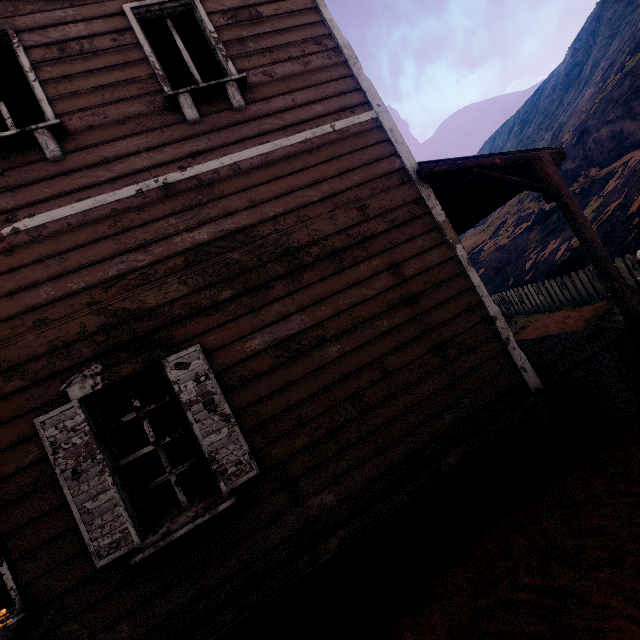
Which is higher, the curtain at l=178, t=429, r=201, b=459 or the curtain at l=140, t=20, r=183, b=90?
the curtain at l=140, t=20, r=183, b=90

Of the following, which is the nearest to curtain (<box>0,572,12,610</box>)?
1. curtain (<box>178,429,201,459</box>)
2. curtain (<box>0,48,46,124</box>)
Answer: curtain (<box>178,429,201,459</box>)

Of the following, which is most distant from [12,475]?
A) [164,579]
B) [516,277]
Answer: [516,277]

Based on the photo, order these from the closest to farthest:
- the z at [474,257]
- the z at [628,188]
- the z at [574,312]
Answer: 1. the z at [574,312]
2. the z at [628,188]
3. the z at [474,257]

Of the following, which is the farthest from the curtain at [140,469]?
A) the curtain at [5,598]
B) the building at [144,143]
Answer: the curtain at [5,598]

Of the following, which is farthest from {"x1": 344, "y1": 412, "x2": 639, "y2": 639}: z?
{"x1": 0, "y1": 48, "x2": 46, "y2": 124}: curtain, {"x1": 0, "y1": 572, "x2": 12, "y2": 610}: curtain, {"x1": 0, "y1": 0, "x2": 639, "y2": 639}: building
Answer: {"x1": 0, "y1": 48, "x2": 46, "y2": 124}: curtain

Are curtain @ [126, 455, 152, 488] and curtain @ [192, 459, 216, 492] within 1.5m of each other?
yes

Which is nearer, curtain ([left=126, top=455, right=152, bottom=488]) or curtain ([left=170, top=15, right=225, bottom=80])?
curtain ([left=126, top=455, right=152, bottom=488])
